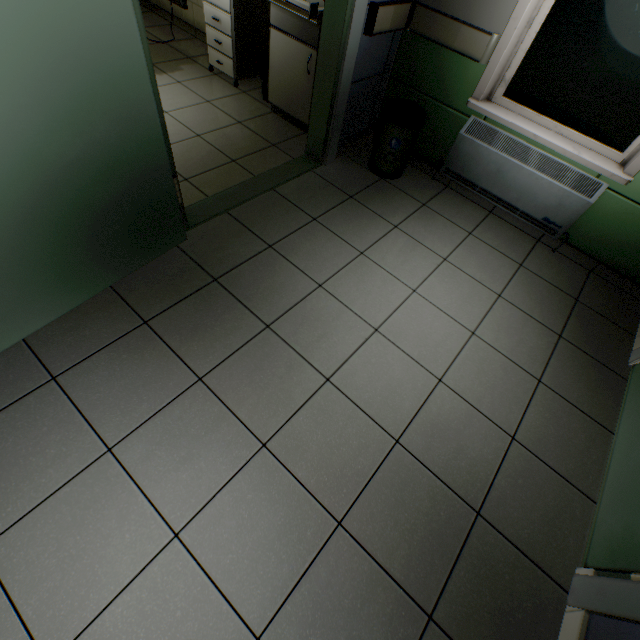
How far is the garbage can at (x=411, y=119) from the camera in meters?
2.7

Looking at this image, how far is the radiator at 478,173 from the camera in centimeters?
254cm

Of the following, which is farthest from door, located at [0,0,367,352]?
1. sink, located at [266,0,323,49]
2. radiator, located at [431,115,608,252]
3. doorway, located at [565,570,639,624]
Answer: doorway, located at [565,570,639,624]

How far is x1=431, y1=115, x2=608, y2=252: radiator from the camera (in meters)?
2.54

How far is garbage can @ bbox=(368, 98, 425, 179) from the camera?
2.73m

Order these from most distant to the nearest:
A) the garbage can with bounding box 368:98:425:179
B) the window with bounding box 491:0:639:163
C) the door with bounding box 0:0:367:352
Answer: the garbage can with bounding box 368:98:425:179 < the window with bounding box 491:0:639:163 < the door with bounding box 0:0:367:352

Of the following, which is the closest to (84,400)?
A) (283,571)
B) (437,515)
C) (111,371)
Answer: (111,371)

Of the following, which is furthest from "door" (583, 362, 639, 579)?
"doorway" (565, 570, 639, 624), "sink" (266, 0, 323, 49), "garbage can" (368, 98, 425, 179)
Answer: "sink" (266, 0, 323, 49)
